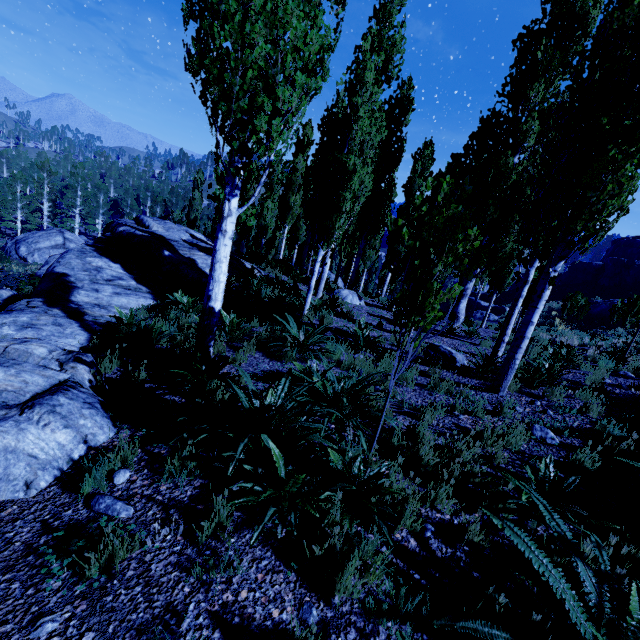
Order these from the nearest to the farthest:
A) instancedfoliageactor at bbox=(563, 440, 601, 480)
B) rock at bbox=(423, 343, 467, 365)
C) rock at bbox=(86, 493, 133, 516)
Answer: rock at bbox=(86, 493, 133, 516), instancedfoliageactor at bbox=(563, 440, 601, 480), rock at bbox=(423, 343, 467, 365)

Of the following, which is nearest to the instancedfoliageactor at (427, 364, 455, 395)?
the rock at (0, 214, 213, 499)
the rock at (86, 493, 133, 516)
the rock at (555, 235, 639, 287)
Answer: the rock at (0, 214, 213, 499)

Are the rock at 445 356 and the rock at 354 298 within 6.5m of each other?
yes

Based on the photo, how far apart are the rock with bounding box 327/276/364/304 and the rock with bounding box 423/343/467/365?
5.40m

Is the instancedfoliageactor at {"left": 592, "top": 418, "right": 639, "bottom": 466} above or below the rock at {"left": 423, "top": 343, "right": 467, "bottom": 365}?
above

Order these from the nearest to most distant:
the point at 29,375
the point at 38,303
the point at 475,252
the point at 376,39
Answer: the point at 475,252
the point at 29,375
the point at 38,303
the point at 376,39

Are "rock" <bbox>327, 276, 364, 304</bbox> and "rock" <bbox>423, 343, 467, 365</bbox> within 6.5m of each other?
yes

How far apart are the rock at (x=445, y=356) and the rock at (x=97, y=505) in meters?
7.2 m
